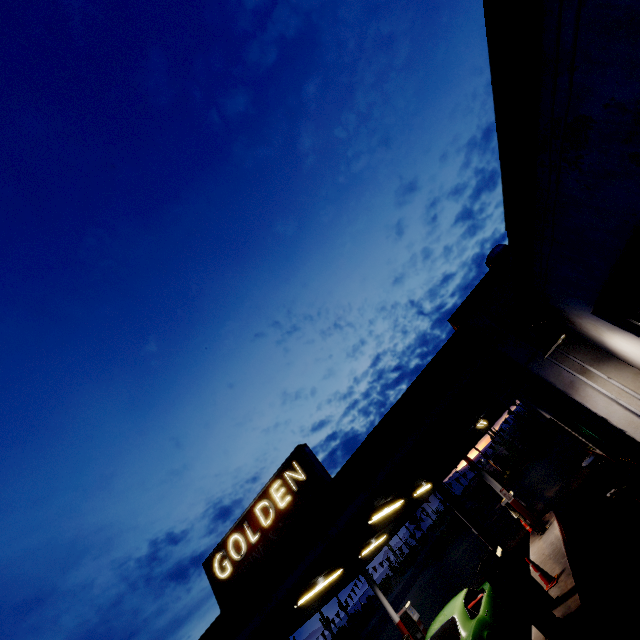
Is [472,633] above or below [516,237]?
below

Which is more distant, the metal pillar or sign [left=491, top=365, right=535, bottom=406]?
the metal pillar

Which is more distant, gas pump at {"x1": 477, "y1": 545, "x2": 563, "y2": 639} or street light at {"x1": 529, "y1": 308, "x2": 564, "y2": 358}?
gas pump at {"x1": 477, "y1": 545, "x2": 563, "y2": 639}

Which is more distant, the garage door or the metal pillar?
the metal pillar

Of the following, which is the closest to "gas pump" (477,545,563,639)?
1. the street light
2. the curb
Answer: the curb

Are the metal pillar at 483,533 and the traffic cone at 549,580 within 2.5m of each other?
yes

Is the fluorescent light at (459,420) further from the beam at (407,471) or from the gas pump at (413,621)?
the gas pump at (413,621)

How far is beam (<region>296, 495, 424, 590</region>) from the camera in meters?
8.5
